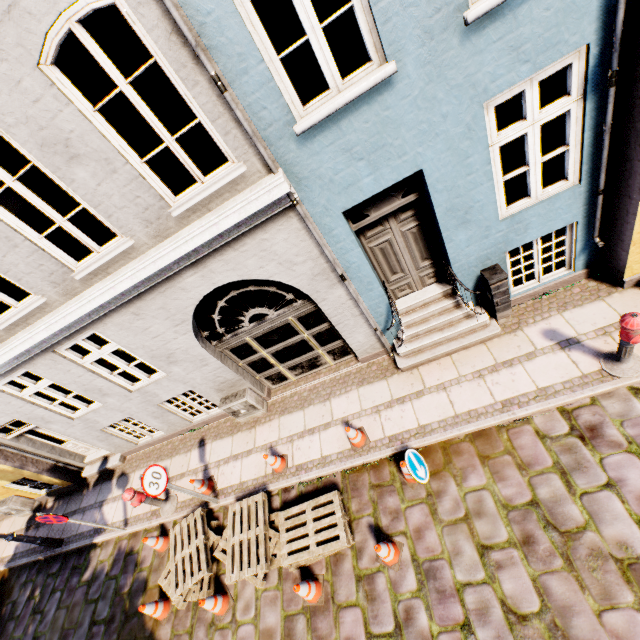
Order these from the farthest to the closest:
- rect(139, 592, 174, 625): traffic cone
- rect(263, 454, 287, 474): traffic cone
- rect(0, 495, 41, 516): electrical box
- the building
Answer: rect(0, 495, 41, 516): electrical box
rect(263, 454, 287, 474): traffic cone
rect(139, 592, 174, 625): traffic cone
the building

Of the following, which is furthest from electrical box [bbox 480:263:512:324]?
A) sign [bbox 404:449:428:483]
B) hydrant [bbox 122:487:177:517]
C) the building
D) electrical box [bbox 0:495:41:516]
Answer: electrical box [bbox 0:495:41:516]

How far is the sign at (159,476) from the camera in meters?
5.5 m

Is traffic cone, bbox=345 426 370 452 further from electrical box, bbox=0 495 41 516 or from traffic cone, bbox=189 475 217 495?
electrical box, bbox=0 495 41 516

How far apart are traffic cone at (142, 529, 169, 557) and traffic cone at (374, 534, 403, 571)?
4.59m

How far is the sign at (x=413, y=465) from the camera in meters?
5.1 m

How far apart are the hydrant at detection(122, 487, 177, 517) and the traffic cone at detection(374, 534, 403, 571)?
4.8 meters

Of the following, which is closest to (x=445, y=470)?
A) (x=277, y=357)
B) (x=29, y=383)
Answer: (x=277, y=357)
